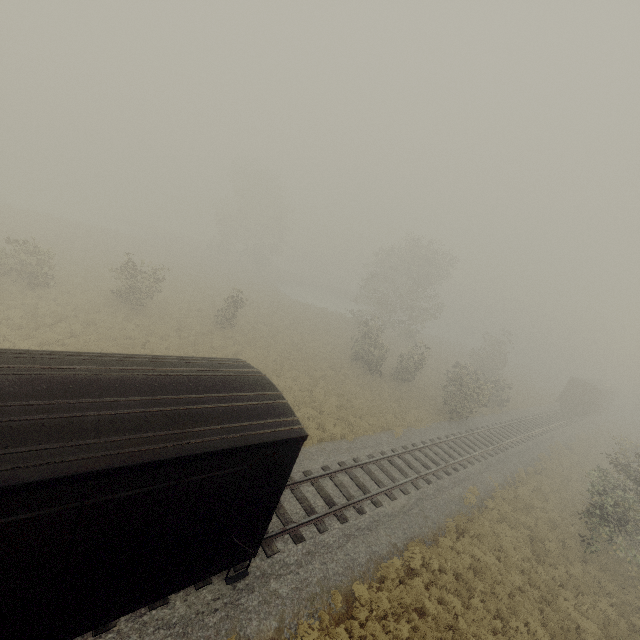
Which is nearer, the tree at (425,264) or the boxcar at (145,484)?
the boxcar at (145,484)

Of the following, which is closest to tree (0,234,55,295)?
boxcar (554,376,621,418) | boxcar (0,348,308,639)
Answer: boxcar (0,348,308,639)

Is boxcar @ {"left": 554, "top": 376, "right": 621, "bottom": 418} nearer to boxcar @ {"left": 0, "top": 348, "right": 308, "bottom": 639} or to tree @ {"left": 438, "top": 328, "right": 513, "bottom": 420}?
tree @ {"left": 438, "top": 328, "right": 513, "bottom": 420}

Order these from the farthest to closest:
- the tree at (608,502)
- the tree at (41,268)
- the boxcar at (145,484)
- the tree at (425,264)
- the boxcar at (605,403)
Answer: the boxcar at (605,403) → the tree at (425,264) → the tree at (41,268) → the tree at (608,502) → the boxcar at (145,484)

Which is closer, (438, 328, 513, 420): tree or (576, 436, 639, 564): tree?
(576, 436, 639, 564): tree

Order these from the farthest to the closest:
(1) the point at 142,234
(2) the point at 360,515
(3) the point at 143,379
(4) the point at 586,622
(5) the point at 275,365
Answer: (1) the point at 142,234 < (5) the point at 275,365 < (2) the point at 360,515 < (4) the point at 586,622 < (3) the point at 143,379
